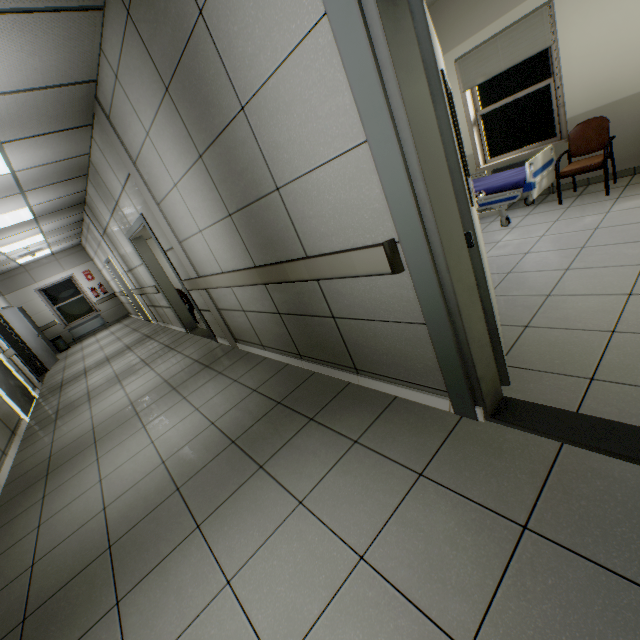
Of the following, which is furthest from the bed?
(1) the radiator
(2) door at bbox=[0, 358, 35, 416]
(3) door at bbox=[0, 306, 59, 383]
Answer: (1) the radiator

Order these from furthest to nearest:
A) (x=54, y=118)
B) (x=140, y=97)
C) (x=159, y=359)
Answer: (x=159, y=359) < (x=54, y=118) < (x=140, y=97)

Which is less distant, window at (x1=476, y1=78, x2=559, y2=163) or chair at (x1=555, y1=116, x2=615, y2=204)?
chair at (x1=555, y1=116, x2=615, y2=204)

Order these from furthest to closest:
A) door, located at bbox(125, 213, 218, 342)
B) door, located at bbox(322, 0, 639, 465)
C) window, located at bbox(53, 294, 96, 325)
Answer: window, located at bbox(53, 294, 96, 325)
door, located at bbox(125, 213, 218, 342)
door, located at bbox(322, 0, 639, 465)

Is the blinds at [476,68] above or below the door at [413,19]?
above

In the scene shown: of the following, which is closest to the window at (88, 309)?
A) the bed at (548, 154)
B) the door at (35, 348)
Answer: the door at (35, 348)

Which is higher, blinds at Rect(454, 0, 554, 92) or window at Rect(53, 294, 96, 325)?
blinds at Rect(454, 0, 554, 92)

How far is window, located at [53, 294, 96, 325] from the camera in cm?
1256
